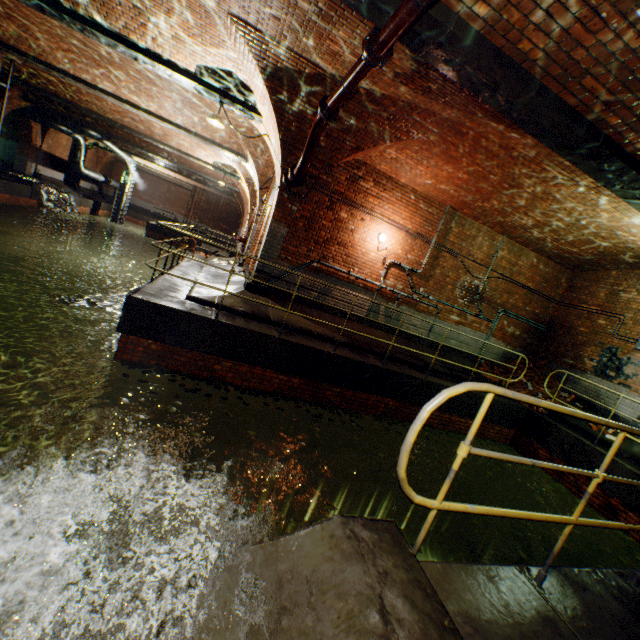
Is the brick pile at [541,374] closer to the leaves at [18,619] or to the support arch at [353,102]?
the support arch at [353,102]

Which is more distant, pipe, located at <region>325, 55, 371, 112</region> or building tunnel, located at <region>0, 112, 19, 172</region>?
building tunnel, located at <region>0, 112, 19, 172</region>

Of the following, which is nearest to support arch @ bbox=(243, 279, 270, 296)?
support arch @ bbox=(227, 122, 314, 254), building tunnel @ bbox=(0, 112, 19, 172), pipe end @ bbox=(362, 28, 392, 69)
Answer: support arch @ bbox=(227, 122, 314, 254)

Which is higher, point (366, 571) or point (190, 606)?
point (366, 571)

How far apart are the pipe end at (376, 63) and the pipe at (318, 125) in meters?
2.0

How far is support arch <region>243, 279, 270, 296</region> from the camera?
7.9m

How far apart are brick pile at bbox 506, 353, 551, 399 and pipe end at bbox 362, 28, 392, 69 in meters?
9.4

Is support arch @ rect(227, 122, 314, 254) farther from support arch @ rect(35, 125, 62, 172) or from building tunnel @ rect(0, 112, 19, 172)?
support arch @ rect(35, 125, 62, 172)
